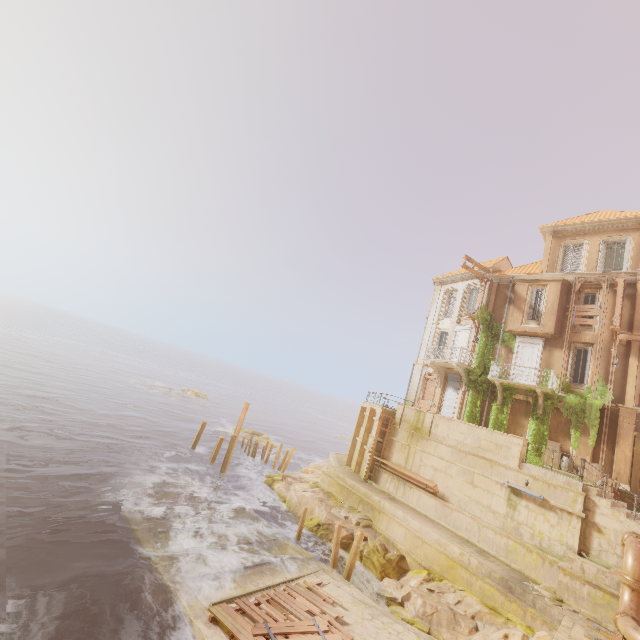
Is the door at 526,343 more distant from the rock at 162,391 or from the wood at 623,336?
the rock at 162,391

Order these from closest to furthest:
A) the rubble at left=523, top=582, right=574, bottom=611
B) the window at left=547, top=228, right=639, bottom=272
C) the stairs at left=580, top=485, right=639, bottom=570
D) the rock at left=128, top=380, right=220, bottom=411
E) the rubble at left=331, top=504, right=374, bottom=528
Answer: the rubble at left=523, top=582, right=574, bottom=611 < the stairs at left=580, top=485, right=639, bottom=570 < the rubble at left=331, top=504, right=374, bottom=528 < the window at left=547, top=228, right=639, bottom=272 < the rock at left=128, top=380, right=220, bottom=411

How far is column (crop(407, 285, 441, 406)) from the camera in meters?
28.0 m

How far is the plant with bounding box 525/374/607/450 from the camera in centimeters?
1848cm

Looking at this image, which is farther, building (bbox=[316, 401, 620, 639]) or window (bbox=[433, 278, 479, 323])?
window (bbox=[433, 278, 479, 323])

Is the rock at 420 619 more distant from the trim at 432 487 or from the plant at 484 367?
the plant at 484 367

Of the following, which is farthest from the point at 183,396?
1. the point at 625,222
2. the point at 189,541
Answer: the point at 625,222

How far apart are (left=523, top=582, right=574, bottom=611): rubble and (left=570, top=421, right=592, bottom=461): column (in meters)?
7.46
